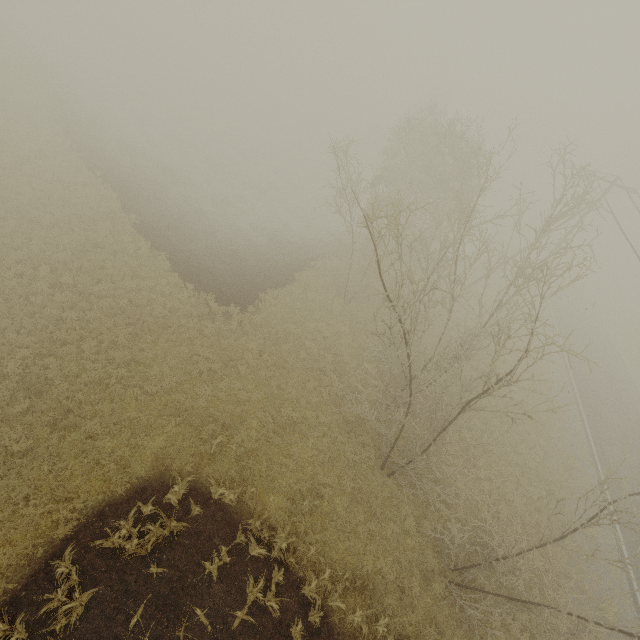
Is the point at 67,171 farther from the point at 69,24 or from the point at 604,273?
the point at 604,273
